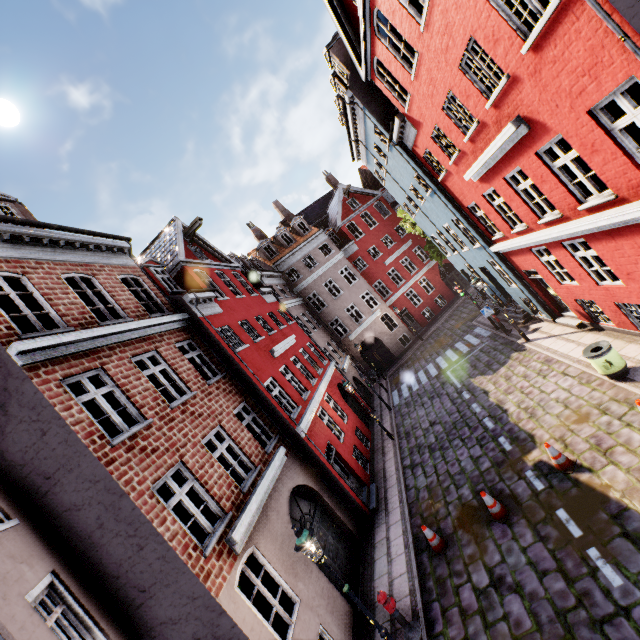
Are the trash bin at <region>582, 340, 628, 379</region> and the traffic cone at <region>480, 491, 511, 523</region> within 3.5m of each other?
no

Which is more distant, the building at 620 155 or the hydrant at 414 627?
the hydrant at 414 627

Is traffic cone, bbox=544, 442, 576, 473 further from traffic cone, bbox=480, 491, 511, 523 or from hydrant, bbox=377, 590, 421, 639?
hydrant, bbox=377, 590, 421, 639

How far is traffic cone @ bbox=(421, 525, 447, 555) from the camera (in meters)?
8.75

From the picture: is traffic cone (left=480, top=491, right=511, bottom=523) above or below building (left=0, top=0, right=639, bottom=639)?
below

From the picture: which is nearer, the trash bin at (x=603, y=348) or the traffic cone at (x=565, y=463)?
the traffic cone at (x=565, y=463)

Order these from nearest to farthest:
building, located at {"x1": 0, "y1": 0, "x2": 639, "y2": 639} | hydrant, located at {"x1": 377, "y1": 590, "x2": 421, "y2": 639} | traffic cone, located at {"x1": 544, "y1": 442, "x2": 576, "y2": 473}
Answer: building, located at {"x1": 0, "y1": 0, "x2": 639, "y2": 639}, hydrant, located at {"x1": 377, "y1": 590, "x2": 421, "y2": 639}, traffic cone, located at {"x1": 544, "y1": 442, "x2": 576, "y2": 473}

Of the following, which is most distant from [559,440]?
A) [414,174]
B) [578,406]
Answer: [414,174]
